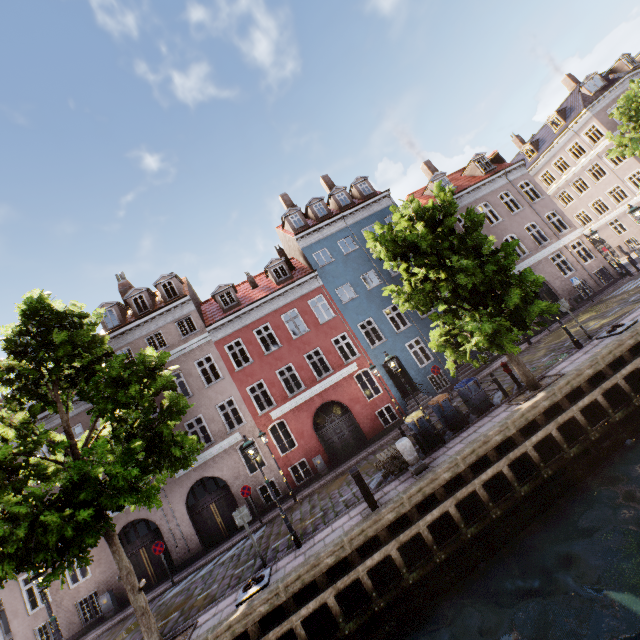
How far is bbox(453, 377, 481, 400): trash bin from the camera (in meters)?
12.59

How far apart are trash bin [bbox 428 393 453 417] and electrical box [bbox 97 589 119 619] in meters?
18.0

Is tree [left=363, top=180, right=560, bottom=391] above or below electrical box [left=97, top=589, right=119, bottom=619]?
above

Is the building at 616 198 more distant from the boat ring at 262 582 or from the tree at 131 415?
the boat ring at 262 582

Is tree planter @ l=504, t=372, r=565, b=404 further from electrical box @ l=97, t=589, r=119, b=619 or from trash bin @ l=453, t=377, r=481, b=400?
electrical box @ l=97, t=589, r=119, b=619

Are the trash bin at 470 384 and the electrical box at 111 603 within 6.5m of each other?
no

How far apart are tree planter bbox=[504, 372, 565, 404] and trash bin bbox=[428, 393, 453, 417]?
1.61m

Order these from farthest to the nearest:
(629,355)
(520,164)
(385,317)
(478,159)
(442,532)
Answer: (478,159)
(520,164)
(385,317)
(629,355)
(442,532)
